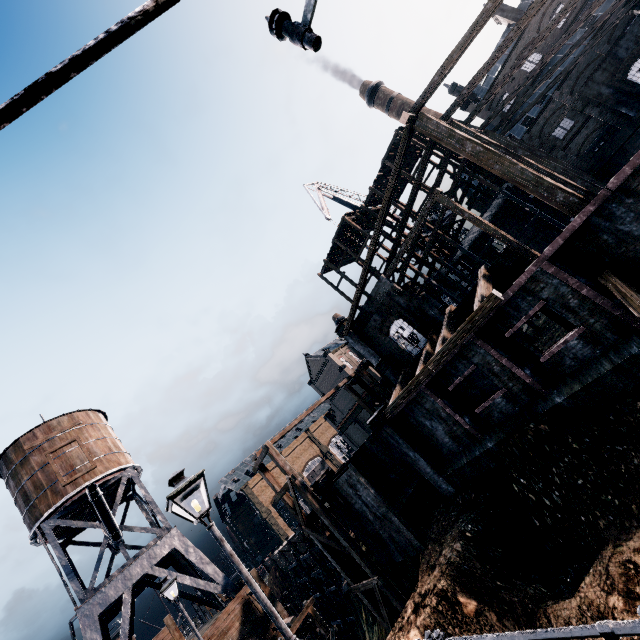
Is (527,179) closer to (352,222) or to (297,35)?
(297,35)

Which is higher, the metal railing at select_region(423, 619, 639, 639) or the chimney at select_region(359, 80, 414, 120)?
the chimney at select_region(359, 80, 414, 120)

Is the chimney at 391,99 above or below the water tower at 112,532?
above

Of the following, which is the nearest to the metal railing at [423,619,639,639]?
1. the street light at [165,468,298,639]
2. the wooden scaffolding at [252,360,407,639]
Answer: the street light at [165,468,298,639]

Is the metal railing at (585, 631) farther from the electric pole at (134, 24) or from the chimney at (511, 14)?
the chimney at (511, 14)

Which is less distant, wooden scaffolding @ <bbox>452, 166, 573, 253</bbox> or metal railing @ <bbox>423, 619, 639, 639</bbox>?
metal railing @ <bbox>423, 619, 639, 639</bbox>

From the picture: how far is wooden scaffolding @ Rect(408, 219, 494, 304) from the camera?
31.73m

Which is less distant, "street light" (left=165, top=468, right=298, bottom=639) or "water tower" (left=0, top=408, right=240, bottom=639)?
"street light" (left=165, top=468, right=298, bottom=639)
